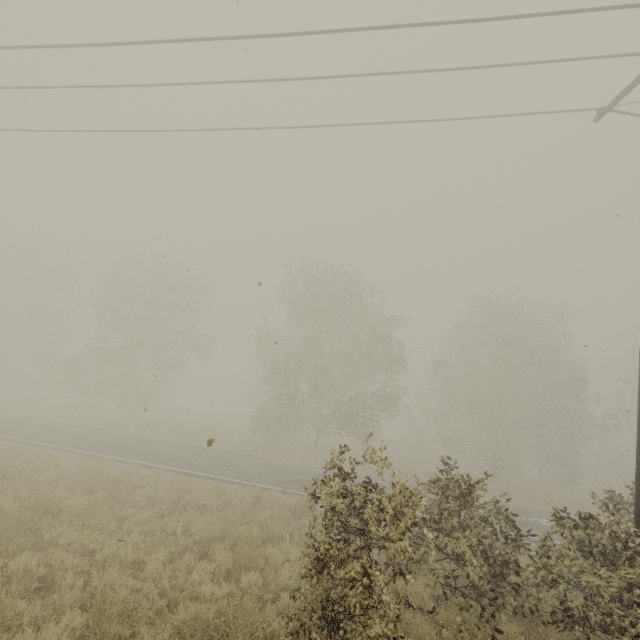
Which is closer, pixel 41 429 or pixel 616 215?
pixel 616 215
